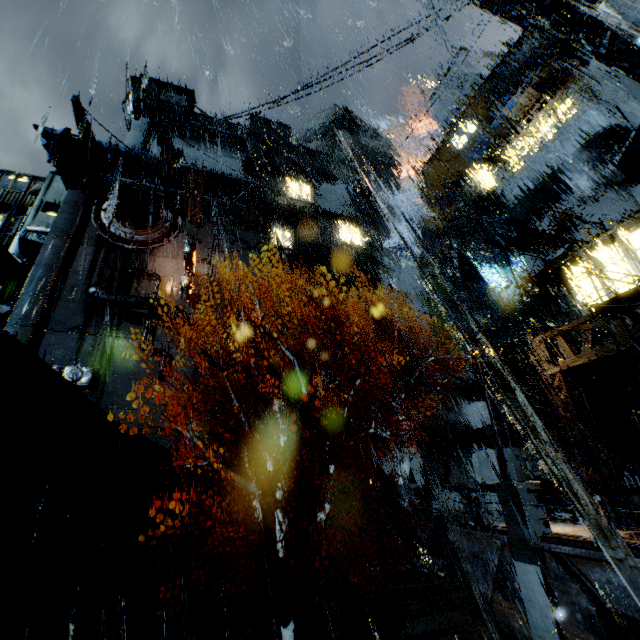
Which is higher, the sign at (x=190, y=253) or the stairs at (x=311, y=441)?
the sign at (x=190, y=253)

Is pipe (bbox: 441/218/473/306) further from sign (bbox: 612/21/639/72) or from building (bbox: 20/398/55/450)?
sign (bbox: 612/21/639/72)

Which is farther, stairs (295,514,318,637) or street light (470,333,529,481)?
stairs (295,514,318,637)

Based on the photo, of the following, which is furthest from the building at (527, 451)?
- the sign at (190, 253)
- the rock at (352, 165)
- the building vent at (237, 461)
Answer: the rock at (352, 165)

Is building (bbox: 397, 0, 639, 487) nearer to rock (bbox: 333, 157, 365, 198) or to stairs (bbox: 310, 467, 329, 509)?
stairs (bbox: 310, 467, 329, 509)

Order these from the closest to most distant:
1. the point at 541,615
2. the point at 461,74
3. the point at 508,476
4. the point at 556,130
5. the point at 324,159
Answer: the point at 541,615 < the point at 508,476 < the point at 556,130 < the point at 324,159 < the point at 461,74

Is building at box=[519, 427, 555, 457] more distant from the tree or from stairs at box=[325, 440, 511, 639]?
the tree

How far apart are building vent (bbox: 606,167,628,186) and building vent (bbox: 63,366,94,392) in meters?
37.6
